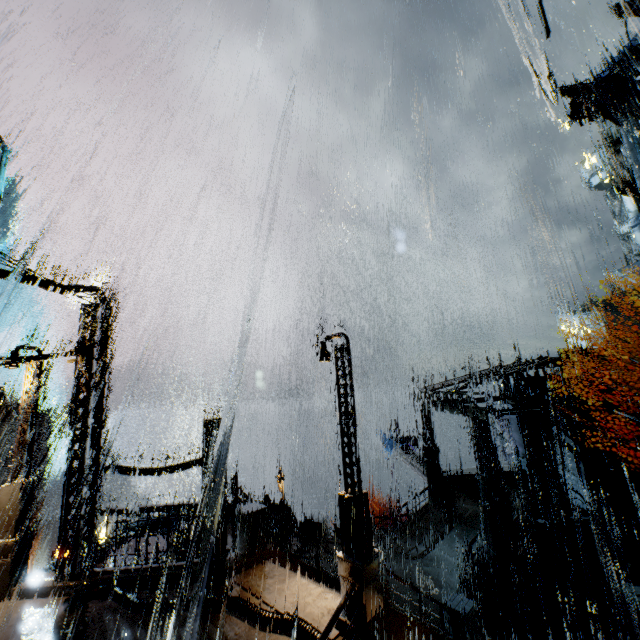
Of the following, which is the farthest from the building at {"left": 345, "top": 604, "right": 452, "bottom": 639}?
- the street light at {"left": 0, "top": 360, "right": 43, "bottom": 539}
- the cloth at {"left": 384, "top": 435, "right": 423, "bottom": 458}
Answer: the cloth at {"left": 384, "top": 435, "right": 423, "bottom": 458}

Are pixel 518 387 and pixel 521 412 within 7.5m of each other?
yes

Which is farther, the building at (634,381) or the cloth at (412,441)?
the cloth at (412,441)

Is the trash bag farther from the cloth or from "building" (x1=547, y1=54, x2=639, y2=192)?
the cloth

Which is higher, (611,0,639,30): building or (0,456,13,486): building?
(611,0,639,30): building

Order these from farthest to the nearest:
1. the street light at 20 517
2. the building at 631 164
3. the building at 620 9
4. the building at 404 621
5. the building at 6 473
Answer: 1. the building at 6 473
2. the building at 631 164
3. the building at 620 9
4. the street light at 20 517
5. the building at 404 621

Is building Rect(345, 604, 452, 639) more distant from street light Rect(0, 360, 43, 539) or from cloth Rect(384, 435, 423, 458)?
cloth Rect(384, 435, 423, 458)

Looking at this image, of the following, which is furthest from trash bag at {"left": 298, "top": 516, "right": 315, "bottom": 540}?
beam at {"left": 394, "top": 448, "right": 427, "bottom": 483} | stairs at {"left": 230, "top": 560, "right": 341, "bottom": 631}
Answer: beam at {"left": 394, "top": 448, "right": 427, "bottom": 483}
